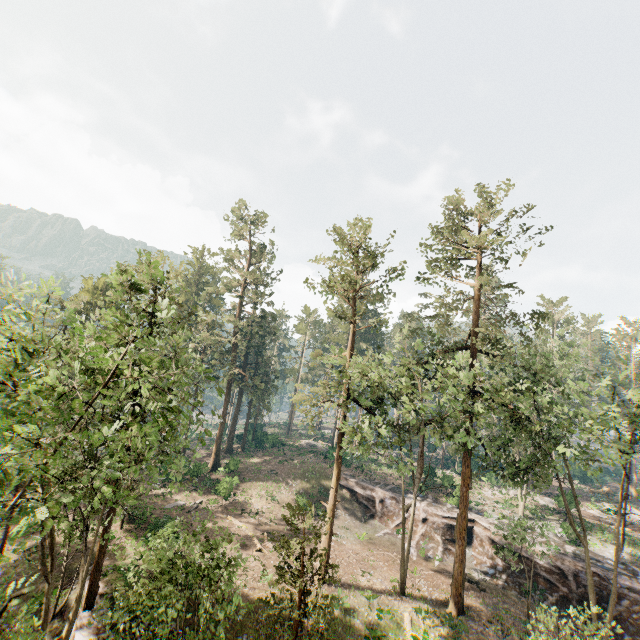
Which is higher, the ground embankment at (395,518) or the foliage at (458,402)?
the foliage at (458,402)

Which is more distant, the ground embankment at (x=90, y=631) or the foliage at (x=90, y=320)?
the ground embankment at (x=90, y=631)

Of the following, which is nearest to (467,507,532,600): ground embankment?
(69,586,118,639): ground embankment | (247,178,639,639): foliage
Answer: (247,178,639,639): foliage

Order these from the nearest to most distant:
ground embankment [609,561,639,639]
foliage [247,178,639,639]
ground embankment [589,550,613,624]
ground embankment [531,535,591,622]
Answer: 1. foliage [247,178,639,639]
2. ground embankment [609,561,639,639]
3. ground embankment [589,550,613,624]
4. ground embankment [531,535,591,622]

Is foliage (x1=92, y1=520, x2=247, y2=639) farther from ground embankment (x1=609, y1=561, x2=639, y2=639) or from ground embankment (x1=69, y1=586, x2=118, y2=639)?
ground embankment (x1=609, y1=561, x2=639, y2=639)

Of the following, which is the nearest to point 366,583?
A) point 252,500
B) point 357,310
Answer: point 252,500

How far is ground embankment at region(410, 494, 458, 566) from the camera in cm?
3027

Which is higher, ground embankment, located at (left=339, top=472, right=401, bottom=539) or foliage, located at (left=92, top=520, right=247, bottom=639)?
foliage, located at (left=92, top=520, right=247, bottom=639)
